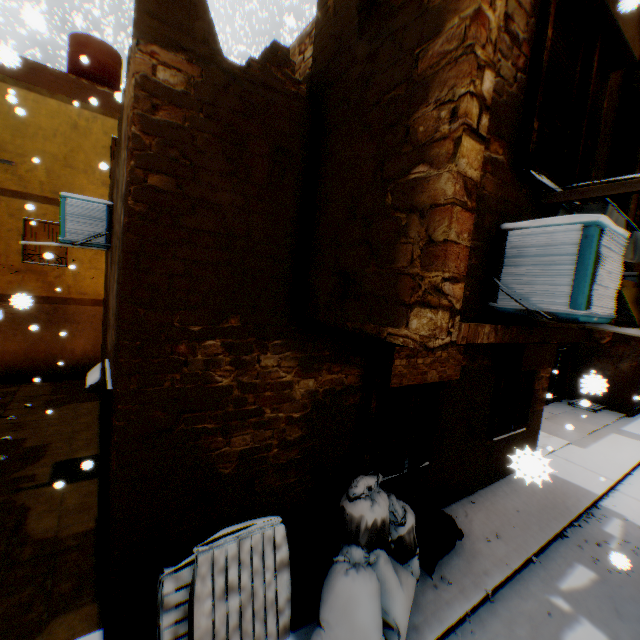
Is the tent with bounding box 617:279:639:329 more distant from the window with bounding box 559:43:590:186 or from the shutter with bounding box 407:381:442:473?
the window with bounding box 559:43:590:186

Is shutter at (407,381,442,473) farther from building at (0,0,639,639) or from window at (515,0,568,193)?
window at (515,0,568,193)

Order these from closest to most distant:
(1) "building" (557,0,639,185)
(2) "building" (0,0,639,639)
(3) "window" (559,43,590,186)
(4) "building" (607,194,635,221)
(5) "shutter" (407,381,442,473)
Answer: (2) "building" (0,0,639,639) → (1) "building" (557,0,639,185) → (3) "window" (559,43,590,186) → (4) "building" (607,194,635,221) → (5) "shutter" (407,381,442,473)

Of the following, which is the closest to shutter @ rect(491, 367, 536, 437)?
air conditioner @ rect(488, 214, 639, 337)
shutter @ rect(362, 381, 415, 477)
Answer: shutter @ rect(362, 381, 415, 477)

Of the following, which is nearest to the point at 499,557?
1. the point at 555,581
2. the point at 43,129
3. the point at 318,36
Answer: the point at 555,581

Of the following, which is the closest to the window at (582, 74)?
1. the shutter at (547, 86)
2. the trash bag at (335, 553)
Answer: the shutter at (547, 86)

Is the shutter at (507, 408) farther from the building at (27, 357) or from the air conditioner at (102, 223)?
Answer: the air conditioner at (102, 223)

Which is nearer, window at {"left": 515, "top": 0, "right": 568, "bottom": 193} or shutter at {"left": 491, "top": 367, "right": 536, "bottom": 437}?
window at {"left": 515, "top": 0, "right": 568, "bottom": 193}
